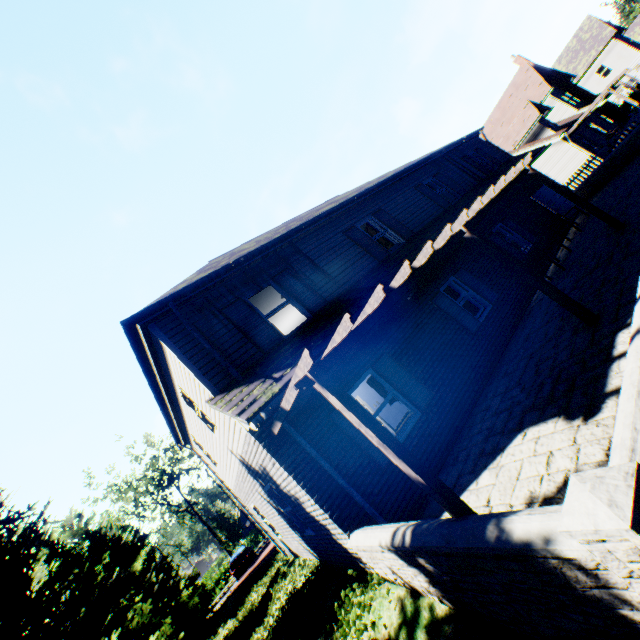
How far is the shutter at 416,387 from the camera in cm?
767

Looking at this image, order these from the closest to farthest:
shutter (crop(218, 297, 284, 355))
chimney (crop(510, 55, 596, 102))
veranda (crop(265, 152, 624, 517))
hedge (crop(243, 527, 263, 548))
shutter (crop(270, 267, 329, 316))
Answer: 1. veranda (crop(265, 152, 624, 517))
2. shutter (crop(218, 297, 284, 355))
3. shutter (crop(270, 267, 329, 316))
4. chimney (crop(510, 55, 596, 102))
5. hedge (crop(243, 527, 263, 548))

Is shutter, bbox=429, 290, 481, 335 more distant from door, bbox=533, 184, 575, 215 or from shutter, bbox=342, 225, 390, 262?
door, bbox=533, 184, 575, 215

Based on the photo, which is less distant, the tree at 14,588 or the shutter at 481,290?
the tree at 14,588

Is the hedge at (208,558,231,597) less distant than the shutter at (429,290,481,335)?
No

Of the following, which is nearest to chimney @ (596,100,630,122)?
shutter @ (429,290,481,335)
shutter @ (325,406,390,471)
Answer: shutter @ (429,290,481,335)

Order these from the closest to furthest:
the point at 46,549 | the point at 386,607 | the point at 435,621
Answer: the point at 435,621, the point at 386,607, the point at 46,549

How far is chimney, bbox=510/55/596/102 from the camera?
30.3m
